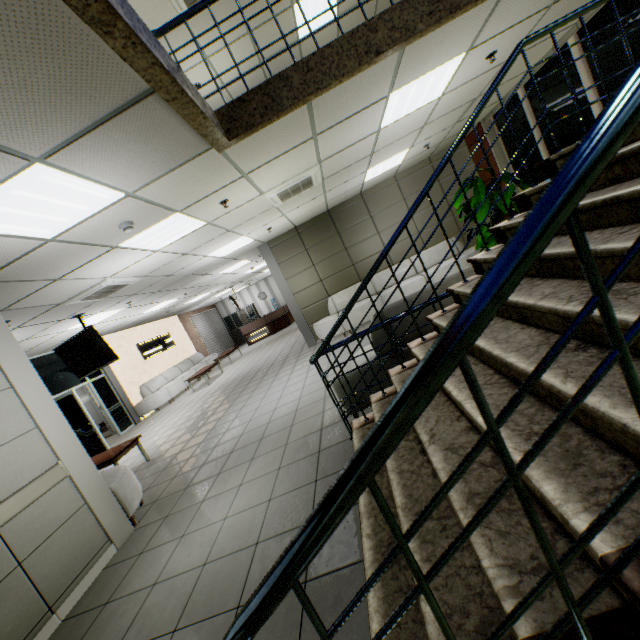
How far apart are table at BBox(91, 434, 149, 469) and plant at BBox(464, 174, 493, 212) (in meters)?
7.93

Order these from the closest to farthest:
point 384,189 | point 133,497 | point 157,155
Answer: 1. point 157,155
2. point 133,497
3. point 384,189

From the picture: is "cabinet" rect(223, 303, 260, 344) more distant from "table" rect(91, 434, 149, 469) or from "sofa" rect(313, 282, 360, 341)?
"table" rect(91, 434, 149, 469)

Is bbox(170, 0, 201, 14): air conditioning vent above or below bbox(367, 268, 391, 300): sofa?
above

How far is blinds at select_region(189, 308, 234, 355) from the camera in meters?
Answer: 18.1 m

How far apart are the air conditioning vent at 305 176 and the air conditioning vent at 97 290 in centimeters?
297cm

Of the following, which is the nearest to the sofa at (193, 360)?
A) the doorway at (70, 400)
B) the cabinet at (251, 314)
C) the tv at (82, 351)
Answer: the doorway at (70, 400)

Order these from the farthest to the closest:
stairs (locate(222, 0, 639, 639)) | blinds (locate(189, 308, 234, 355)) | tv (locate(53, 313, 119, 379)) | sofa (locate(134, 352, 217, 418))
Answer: blinds (locate(189, 308, 234, 355)) → sofa (locate(134, 352, 217, 418)) → tv (locate(53, 313, 119, 379)) → stairs (locate(222, 0, 639, 639))
